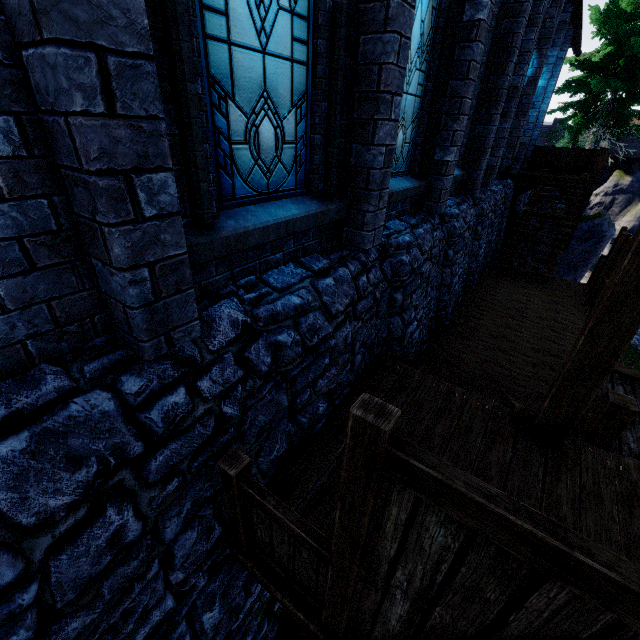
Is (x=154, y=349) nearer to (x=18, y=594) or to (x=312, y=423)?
(x=18, y=594)

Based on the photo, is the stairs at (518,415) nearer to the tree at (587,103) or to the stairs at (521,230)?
the stairs at (521,230)

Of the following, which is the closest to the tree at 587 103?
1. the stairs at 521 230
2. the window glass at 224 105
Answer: the stairs at 521 230

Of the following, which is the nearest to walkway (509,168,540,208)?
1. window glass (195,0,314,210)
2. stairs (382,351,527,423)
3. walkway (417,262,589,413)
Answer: walkway (417,262,589,413)

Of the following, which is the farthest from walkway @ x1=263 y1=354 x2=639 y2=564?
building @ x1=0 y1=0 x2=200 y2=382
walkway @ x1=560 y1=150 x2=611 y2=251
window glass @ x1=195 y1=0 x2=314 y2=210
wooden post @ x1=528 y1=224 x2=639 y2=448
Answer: walkway @ x1=560 y1=150 x2=611 y2=251

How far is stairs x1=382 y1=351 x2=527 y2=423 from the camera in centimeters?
415cm

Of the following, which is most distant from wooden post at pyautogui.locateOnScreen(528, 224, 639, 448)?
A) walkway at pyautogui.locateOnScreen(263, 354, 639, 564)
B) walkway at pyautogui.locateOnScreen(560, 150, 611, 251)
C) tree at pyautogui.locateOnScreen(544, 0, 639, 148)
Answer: → tree at pyautogui.locateOnScreen(544, 0, 639, 148)

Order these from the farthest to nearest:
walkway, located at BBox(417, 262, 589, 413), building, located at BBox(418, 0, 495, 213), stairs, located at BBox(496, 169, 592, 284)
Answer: stairs, located at BBox(496, 169, 592, 284) < walkway, located at BBox(417, 262, 589, 413) < building, located at BBox(418, 0, 495, 213)
